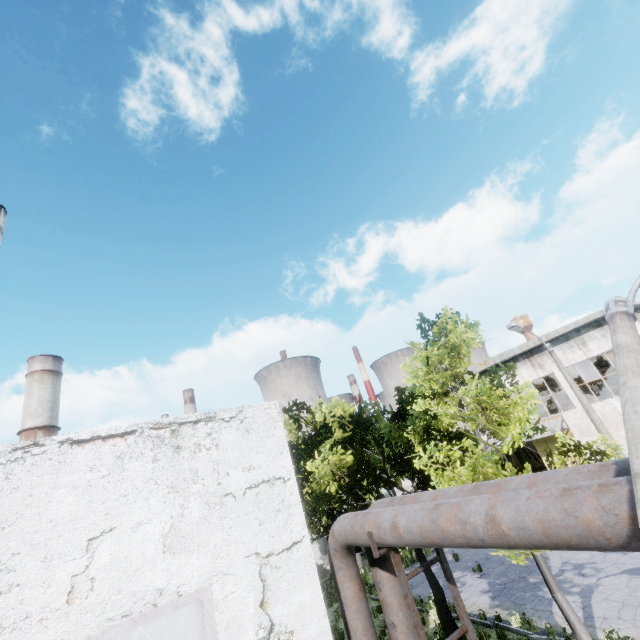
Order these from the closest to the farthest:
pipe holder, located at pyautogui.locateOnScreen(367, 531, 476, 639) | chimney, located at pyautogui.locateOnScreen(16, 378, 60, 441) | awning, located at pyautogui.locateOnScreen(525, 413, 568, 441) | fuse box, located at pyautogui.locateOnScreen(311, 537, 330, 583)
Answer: pipe holder, located at pyautogui.locateOnScreen(367, 531, 476, 639) < awning, located at pyautogui.locateOnScreen(525, 413, 568, 441) < fuse box, located at pyautogui.locateOnScreen(311, 537, 330, 583) < chimney, located at pyautogui.locateOnScreen(16, 378, 60, 441)

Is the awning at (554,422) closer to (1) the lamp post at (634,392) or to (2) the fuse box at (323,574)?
(2) the fuse box at (323,574)

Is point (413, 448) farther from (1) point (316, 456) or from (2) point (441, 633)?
(2) point (441, 633)

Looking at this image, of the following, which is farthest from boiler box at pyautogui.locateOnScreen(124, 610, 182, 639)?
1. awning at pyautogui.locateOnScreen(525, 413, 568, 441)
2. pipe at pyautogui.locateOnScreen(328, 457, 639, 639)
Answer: awning at pyautogui.locateOnScreen(525, 413, 568, 441)

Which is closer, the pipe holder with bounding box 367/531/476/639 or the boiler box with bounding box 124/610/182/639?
the pipe holder with bounding box 367/531/476/639

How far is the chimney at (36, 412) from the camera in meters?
55.9

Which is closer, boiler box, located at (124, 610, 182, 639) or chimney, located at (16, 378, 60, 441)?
boiler box, located at (124, 610, 182, 639)

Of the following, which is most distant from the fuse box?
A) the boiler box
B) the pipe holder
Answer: the pipe holder
